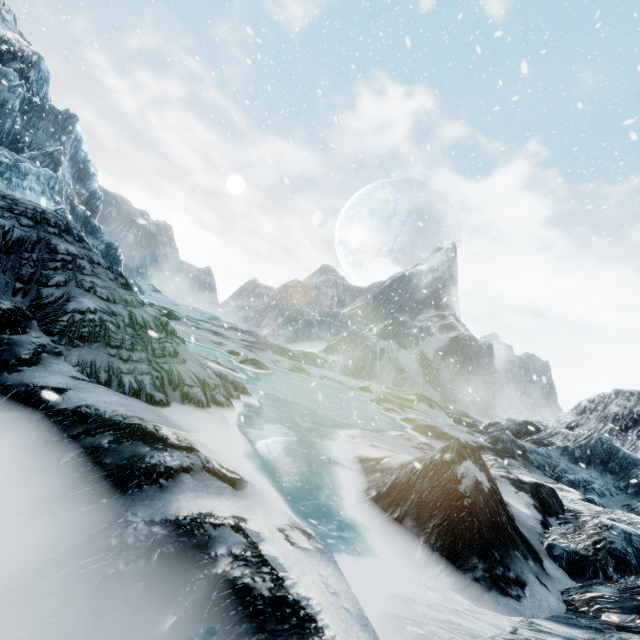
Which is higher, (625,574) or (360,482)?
(625,574)
